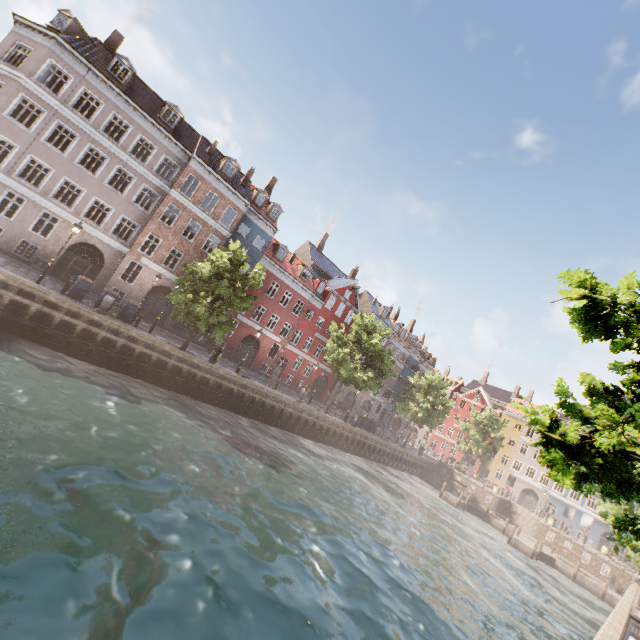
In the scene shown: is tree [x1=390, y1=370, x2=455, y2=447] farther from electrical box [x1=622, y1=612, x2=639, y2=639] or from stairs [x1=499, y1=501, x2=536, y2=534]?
stairs [x1=499, y1=501, x2=536, y2=534]

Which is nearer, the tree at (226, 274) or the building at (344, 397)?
the tree at (226, 274)

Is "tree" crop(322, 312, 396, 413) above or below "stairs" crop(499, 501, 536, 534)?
above

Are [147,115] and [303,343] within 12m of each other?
no

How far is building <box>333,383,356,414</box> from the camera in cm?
4338

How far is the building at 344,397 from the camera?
43.4 meters

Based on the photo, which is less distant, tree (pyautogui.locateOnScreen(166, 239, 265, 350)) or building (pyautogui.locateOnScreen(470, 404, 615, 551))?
tree (pyautogui.locateOnScreen(166, 239, 265, 350))
